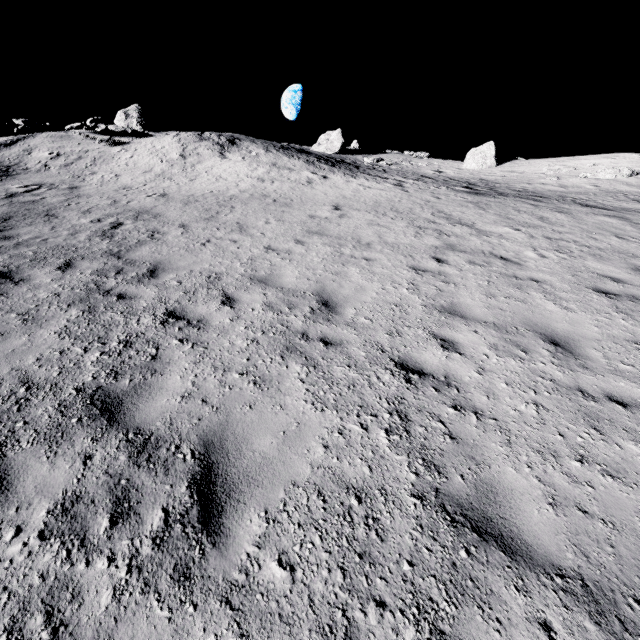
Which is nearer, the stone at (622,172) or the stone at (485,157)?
the stone at (622,172)

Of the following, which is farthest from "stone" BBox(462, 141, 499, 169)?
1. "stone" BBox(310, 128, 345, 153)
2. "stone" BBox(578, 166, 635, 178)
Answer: "stone" BBox(310, 128, 345, 153)

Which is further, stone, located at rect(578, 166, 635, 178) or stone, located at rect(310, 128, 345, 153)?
stone, located at rect(310, 128, 345, 153)

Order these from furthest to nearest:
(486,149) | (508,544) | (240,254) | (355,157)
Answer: (355,157) → (486,149) → (240,254) → (508,544)

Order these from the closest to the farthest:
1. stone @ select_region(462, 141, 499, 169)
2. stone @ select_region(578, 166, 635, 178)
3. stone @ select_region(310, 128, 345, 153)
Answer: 1. stone @ select_region(578, 166, 635, 178)
2. stone @ select_region(462, 141, 499, 169)
3. stone @ select_region(310, 128, 345, 153)

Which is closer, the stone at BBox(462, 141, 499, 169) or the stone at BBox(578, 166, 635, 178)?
the stone at BBox(578, 166, 635, 178)

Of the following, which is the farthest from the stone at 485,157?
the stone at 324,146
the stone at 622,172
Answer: the stone at 324,146
